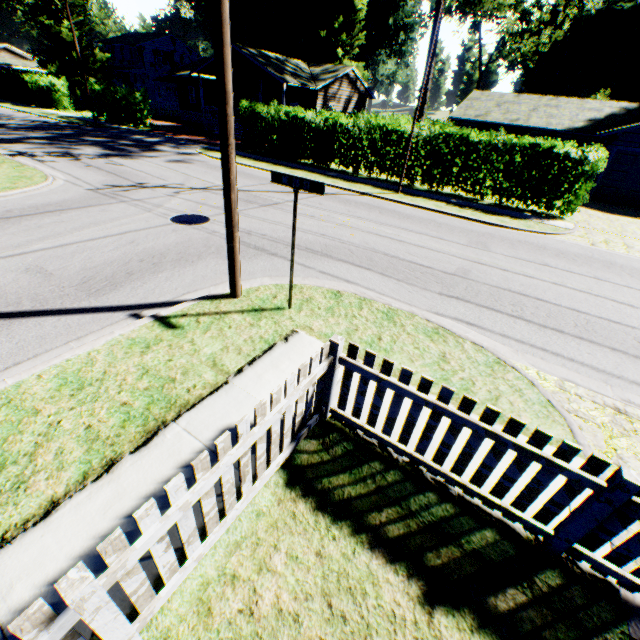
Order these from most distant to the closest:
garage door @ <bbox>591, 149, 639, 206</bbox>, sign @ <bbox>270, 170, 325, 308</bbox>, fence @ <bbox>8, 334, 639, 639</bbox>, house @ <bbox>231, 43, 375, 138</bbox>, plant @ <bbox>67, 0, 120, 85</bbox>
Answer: plant @ <bbox>67, 0, 120, 85</bbox>
house @ <bbox>231, 43, 375, 138</bbox>
garage door @ <bbox>591, 149, 639, 206</bbox>
sign @ <bbox>270, 170, 325, 308</bbox>
fence @ <bbox>8, 334, 639, 639</bbox>

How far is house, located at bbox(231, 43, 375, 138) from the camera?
26.5 meters

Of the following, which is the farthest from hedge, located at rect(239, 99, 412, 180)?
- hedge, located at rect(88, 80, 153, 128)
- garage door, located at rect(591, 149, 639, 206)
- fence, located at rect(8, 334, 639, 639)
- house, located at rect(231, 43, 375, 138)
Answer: fence, located at rect(8, 334, 639, 639)

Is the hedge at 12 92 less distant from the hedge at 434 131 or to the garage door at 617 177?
the hedge at 434 131

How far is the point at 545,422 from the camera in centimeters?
425cm

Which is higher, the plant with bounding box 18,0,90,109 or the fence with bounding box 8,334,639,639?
the plant with bounding box 18,0,90,109

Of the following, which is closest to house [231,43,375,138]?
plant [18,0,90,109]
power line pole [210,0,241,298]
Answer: plant [18,0,90,109]

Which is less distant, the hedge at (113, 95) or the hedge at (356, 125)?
the hedge at (356, 125)
